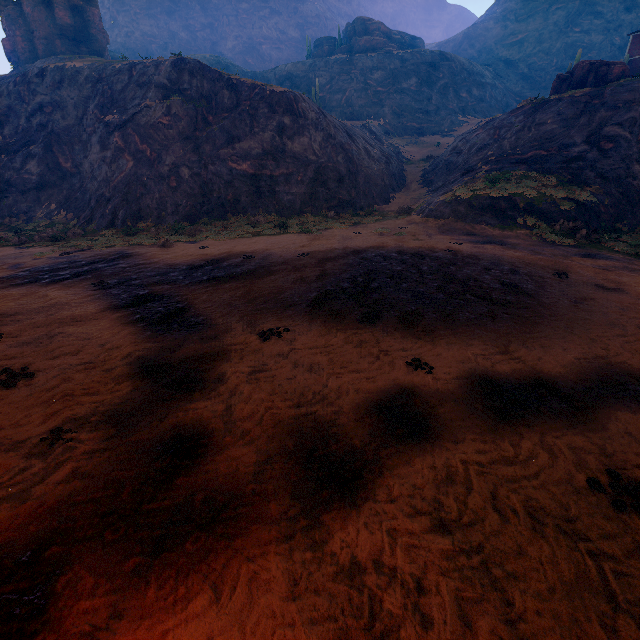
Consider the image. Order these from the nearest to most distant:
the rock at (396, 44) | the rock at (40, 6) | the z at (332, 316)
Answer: the z at (332, 316) < the rock at (40, 6) < the rock at (396, 44)

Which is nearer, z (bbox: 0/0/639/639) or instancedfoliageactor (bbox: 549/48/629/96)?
z (bbox: 0/0/639/639)

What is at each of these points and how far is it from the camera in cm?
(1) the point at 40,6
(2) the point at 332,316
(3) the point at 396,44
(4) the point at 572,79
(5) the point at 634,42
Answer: (1) rock, 3816
(2) z, 881
(3) rock, 5709
(4) instancedfoliageactor, 2522
(5) building, 3191

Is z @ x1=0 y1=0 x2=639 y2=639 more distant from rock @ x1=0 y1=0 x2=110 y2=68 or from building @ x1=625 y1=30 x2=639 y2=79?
rock @ x1=0 y1=0 x2=110 y2=68

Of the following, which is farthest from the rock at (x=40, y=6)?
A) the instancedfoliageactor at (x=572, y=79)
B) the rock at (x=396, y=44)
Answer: the rock at (x=396, y=44)

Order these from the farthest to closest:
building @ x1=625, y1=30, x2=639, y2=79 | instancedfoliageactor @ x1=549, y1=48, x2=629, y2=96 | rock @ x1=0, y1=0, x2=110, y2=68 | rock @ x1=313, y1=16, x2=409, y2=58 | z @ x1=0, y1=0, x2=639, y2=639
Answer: rock @ x1=313, y1=16, x2=409, y2=58
rock @ x1=0, y1=0, x2=110, y2=68
building @ x1=625, y1=30, x2=639, y2=79
instancedfoliageactor @ x1=549, y1=48, x2=629, y2=96
z @ x1=0, y1=0, x2=639, y2=639

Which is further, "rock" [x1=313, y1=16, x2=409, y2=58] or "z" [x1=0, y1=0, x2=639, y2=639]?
"rock" [x1=313, y1=16, x2=409, y2=58]

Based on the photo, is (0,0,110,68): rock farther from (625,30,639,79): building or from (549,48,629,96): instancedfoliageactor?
(625,30,639,79): building
